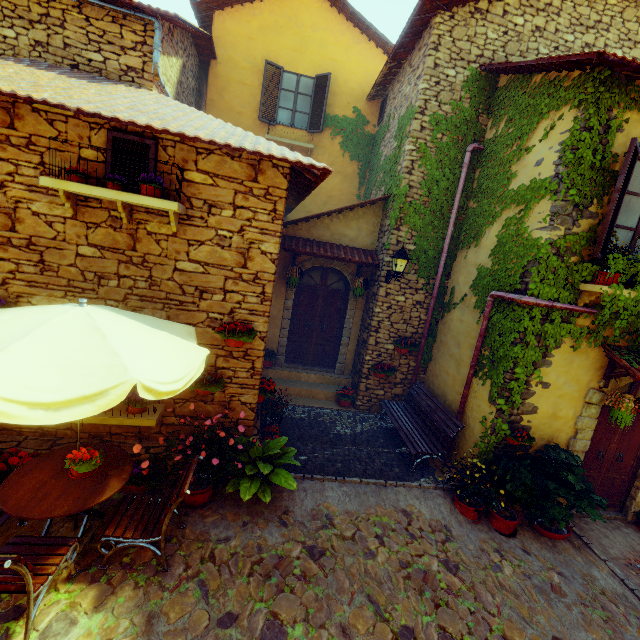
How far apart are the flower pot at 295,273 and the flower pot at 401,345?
2.85m

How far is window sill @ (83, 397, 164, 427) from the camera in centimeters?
449cm

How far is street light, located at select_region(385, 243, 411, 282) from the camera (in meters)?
6.90

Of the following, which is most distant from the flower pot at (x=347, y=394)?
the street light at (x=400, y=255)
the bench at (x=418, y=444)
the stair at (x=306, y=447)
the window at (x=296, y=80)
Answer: the window at (x=296, y=80)

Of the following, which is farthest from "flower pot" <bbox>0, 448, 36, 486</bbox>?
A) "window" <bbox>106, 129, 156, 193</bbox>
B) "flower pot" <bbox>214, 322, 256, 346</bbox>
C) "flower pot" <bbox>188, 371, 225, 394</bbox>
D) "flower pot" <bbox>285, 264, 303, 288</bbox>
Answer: "flower pot" <bbox>285, 264, 303, 288</bbox>

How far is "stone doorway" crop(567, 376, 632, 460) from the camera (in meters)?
5.76

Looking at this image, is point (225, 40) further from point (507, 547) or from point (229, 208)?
point (507, 547)

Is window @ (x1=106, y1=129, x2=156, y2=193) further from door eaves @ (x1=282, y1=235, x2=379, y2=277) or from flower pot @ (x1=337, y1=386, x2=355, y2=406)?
flower pot @ (x1=337, y1=386, x2=355, y2=406)
